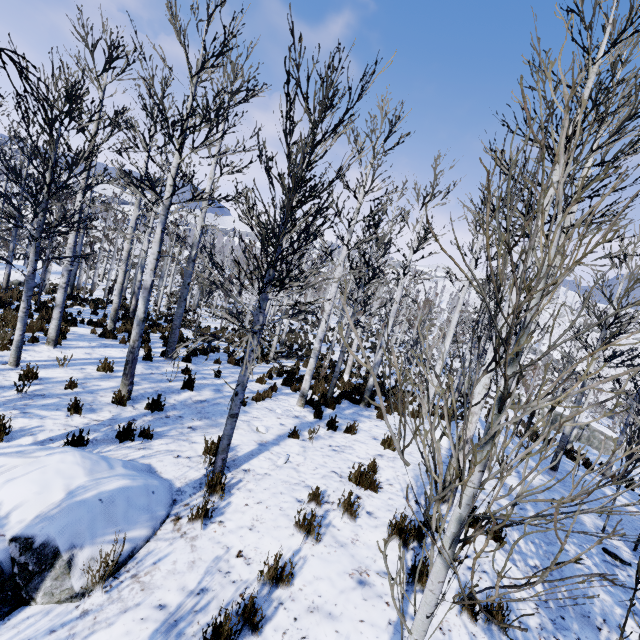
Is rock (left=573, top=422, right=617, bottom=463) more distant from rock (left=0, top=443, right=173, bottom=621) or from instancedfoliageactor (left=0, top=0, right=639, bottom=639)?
rock (left=0, top=443, right=173, bottom=621)

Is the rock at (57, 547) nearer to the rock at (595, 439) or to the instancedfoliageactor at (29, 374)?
the instancedfoliageactor at (29, 374)

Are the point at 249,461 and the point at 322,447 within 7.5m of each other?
yes

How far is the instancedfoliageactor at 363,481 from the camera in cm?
531

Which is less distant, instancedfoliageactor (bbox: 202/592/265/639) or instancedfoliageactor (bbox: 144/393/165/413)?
instancedfoliageactor (bbox: 202/592/265/639)

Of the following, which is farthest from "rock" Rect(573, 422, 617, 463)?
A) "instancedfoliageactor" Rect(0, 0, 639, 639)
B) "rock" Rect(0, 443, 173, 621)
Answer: "rock" Rect(0, 443, 173, 621)
